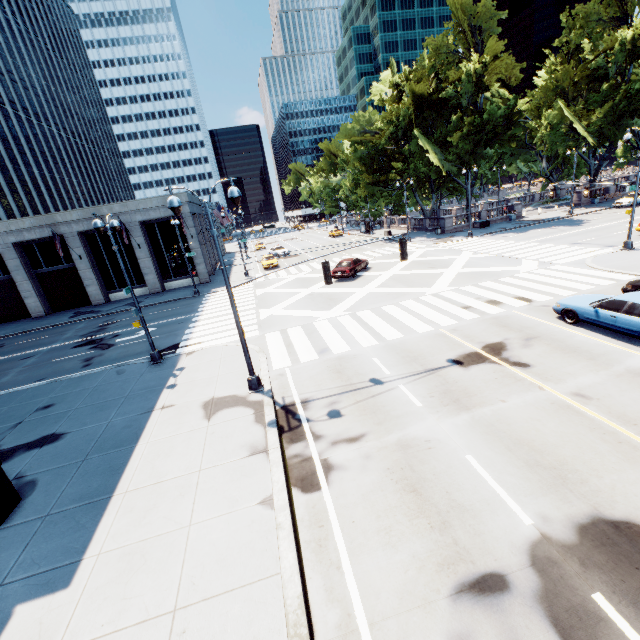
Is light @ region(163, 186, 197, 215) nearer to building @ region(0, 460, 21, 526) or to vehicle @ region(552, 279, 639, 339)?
building @ region(0, 460, 21, 526)

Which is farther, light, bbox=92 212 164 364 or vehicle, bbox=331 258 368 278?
vehicle, bbox=331 258 368 278

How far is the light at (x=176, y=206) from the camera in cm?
983

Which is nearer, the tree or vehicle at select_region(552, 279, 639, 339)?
vehicle at select_region(552, 279, 639, 339)

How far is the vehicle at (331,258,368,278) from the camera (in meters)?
26.80

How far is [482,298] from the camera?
17.8 meters

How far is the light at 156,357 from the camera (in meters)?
13.65

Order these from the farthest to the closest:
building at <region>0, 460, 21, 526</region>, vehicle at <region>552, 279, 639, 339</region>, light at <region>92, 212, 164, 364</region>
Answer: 1. light at <region>92, 212, 164, 364</region>
2. vehicle at <region>552, 279, 639, 339</region>
3. building at <region>0, 460, 21, 526</region>
